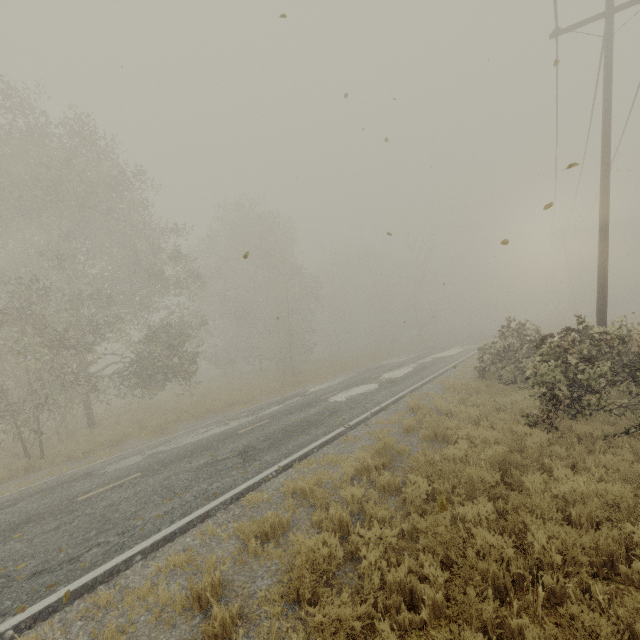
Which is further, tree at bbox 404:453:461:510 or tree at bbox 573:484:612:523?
tree at bbox 404:453:461:510

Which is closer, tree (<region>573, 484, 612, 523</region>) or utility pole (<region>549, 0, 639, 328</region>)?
tree (<region>573, 484, 612, 523</region>)

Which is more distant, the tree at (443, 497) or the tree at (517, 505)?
the tree at (443, 497)

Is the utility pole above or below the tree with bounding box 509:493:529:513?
above

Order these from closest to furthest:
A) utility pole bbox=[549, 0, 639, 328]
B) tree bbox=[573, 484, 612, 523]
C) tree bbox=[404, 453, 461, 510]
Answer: tree bbox=[573, 484, 612, 523] < tree bbox=[404, 453, 461, 510] < utility pole bbox=[549, 0, 639, 328]

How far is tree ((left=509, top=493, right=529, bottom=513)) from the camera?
5.0m

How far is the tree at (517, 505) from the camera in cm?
497

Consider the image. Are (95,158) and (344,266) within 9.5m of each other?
no
